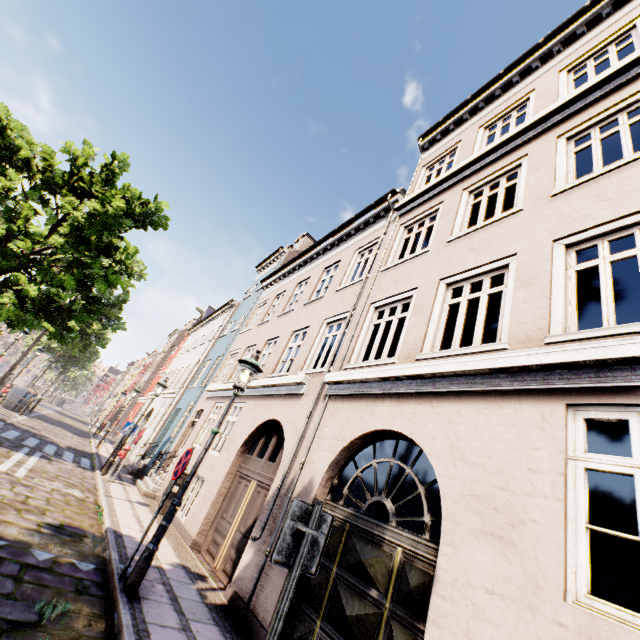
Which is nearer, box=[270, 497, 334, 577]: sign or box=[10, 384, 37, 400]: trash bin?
box=[270, 497, 334, 577]: sign

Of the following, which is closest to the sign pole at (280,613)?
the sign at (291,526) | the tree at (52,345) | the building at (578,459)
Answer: the sign at (291,526)

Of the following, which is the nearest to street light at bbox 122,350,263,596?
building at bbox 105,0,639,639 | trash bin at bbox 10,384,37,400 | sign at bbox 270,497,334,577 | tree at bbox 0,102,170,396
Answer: sign at bbox 270,497,334,577

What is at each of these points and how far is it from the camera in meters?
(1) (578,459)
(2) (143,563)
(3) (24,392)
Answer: (1) building, 3.2
(2) street light, 4.6
(3) trash bin, 19.1

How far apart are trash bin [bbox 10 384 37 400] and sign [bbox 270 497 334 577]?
23.9m

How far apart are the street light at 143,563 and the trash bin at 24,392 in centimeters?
2070cm

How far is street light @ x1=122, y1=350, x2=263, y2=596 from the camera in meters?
4.5
